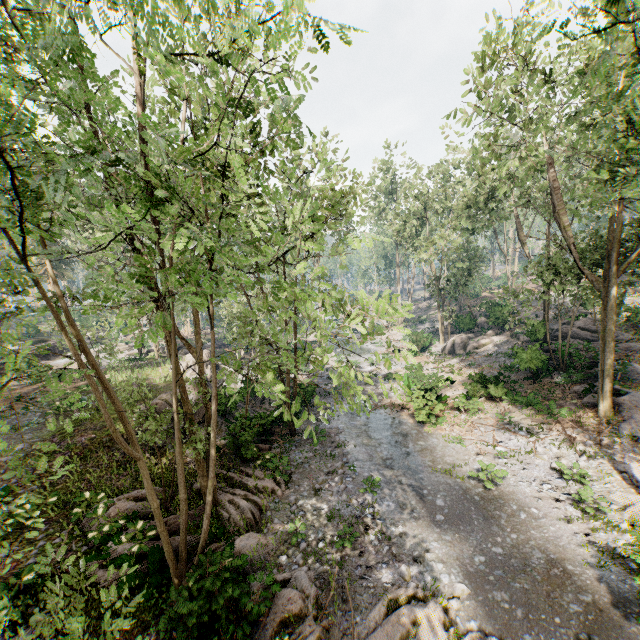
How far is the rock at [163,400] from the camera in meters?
17.5 m

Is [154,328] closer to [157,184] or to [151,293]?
[151,293]

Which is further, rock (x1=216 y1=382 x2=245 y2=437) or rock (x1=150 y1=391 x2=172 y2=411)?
rock (x1=150 y1=391 x2=172 y2=411)

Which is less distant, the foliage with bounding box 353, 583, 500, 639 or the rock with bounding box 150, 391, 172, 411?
the foliage with bounding box 353, 583, 500, 639

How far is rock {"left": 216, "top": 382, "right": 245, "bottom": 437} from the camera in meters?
16.4 m

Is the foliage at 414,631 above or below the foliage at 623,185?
below

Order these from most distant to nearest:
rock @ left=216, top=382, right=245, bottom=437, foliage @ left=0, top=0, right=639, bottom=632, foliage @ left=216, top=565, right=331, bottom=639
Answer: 1. rock @ left=216, top=382, right=245, bottom=437
2. foliage @ left=216, top=565, right=331, bottom=639
3. foliage @ left=0, top=0, right=639, bottom=632
